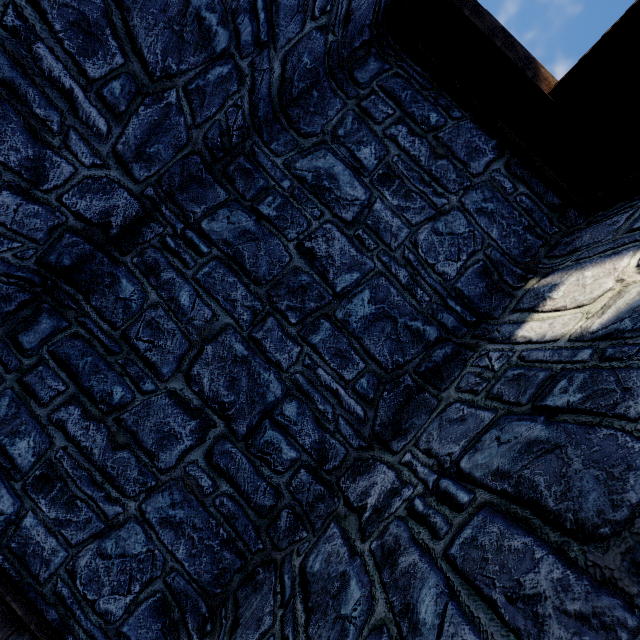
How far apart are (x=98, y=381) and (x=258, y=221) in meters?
2.0 m
